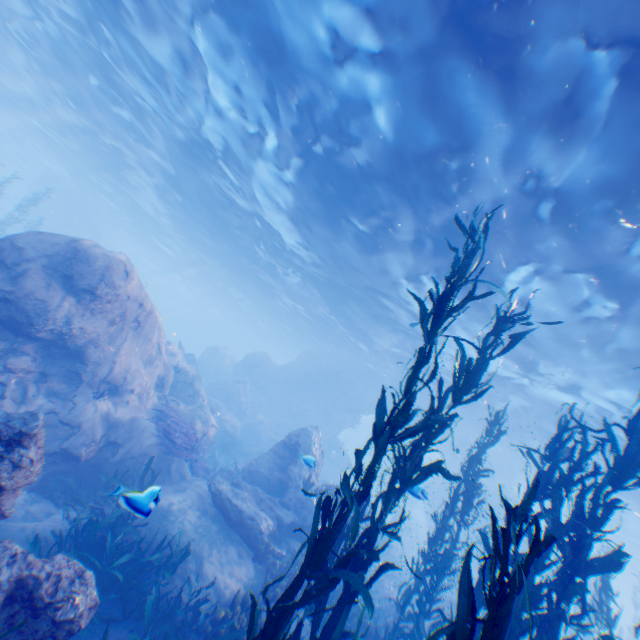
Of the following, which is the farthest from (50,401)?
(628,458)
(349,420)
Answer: (349,420)

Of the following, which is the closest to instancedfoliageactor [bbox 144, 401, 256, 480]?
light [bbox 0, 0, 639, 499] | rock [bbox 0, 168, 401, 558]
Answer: rock [bbox 0, 168, 401, 558]

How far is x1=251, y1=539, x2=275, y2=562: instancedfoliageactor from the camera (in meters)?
8.97

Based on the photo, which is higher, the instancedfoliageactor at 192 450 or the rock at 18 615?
the instancedfoliageactor at 192 450

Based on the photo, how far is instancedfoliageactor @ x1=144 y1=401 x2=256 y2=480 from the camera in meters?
10.6 m

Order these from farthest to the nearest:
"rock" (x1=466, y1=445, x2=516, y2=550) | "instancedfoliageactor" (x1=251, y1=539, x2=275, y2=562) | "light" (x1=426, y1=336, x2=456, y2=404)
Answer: "rock" (x1=466, y1=445, x2=516, y2=550) → "light" (x1=426, y1=336, x2=456, y2=404) → "instancedfoliageactor" (x1=251, y1=539, x2=275, y2=562)

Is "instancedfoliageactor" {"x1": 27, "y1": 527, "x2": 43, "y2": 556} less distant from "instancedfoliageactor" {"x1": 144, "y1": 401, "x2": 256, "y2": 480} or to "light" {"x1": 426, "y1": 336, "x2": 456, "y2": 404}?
"instancedfoliageactor" {"x1": 144, "y1": 401, "x2": 256, "y2": 480}

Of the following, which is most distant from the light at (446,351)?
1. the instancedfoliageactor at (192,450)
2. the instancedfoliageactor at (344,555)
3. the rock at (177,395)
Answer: the instancedfoliageactor at (192,450)
